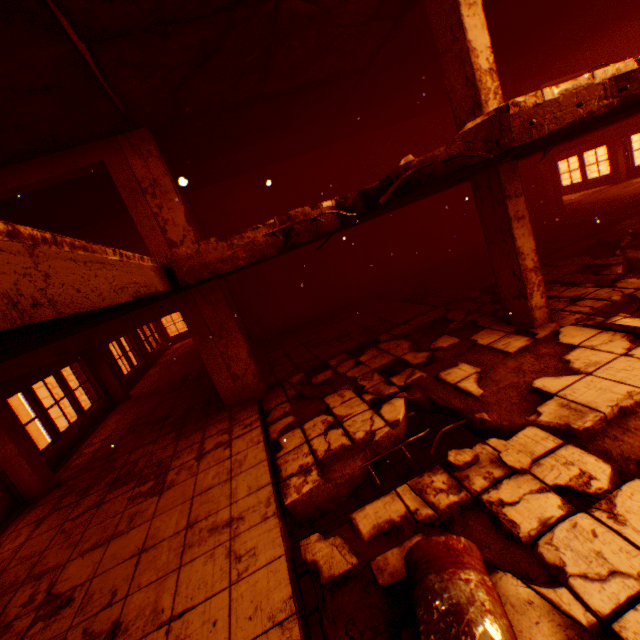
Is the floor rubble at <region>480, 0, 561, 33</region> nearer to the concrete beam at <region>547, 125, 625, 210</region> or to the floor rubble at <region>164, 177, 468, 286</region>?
the floor rubble at <region>164, 177, 468, 286</region>

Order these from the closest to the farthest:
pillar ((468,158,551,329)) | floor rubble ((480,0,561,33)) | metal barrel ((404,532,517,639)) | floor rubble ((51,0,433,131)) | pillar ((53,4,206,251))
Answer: metal barrel ((404,532,517,639))
floor rubble ((51,0,433,131))
pillar ((468,158,551,329))
pillar ((53,4,206,251))
floor rubble ((480,0,561,33))

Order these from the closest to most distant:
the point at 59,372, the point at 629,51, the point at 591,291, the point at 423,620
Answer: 1. the point at 423,620
2. the point at 591,291
3. the point at 59,372
4. the point at 629,51

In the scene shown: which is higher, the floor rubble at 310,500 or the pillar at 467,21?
the pillar at 467,21

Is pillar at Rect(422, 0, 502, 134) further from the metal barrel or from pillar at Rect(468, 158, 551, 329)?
the metal barrel

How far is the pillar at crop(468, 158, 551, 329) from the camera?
4.9 meters

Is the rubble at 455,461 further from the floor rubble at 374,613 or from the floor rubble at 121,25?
the floor rubble at 121,25

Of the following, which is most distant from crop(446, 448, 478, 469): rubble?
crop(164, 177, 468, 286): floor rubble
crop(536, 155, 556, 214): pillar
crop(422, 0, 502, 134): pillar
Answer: crop(536, 155, 556, 214): pillar
